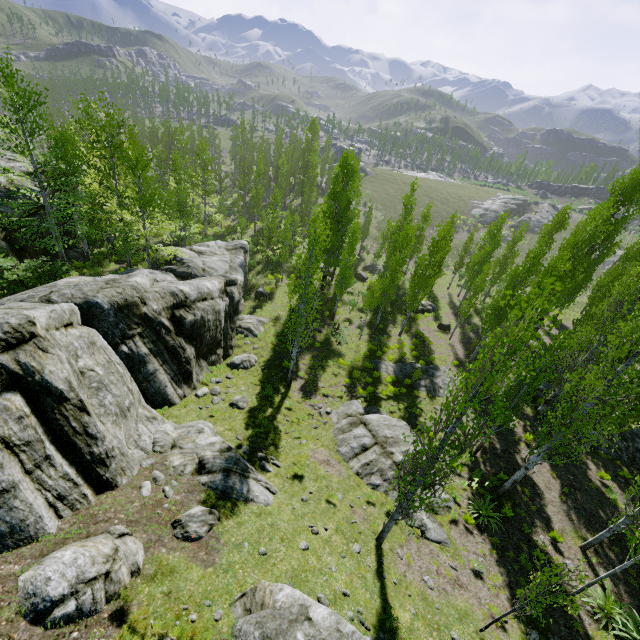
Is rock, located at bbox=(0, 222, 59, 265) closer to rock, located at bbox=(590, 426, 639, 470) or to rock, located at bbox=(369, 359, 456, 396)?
rock, located at bbox=(369, 359, 456, 396)

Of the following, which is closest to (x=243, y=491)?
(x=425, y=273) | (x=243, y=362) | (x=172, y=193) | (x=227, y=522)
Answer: (x=227, y=522)

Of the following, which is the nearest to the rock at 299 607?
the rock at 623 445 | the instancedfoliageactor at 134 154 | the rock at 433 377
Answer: the instancedfoliageactor at 134 154

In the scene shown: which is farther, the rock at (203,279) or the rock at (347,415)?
the rock at (347,415)

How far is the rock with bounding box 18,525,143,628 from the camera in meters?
5.5

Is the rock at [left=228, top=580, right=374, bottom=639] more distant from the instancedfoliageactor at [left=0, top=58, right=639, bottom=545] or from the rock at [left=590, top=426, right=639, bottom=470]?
the rock at [left=590, top=426, right=639, bottom=470]
